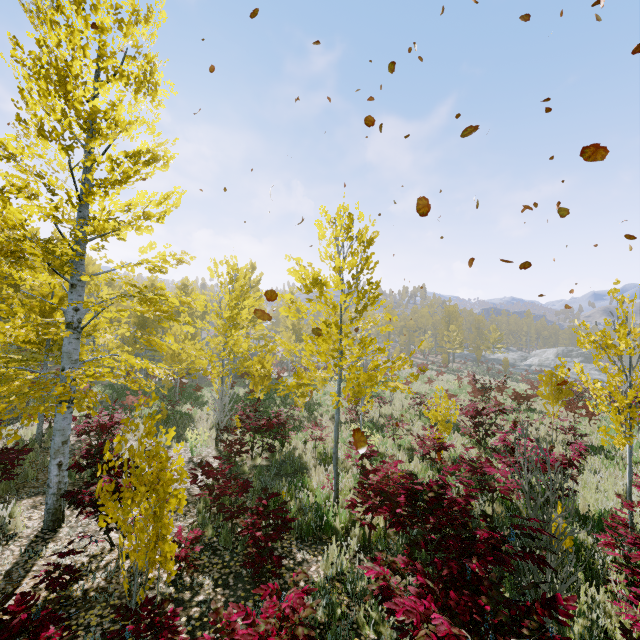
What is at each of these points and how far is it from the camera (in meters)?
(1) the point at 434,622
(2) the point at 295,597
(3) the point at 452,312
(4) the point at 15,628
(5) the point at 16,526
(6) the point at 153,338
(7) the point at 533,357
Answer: (1) instancedfoliageactor, 1.99
(2) instancedfoliageactor, 2.67
(3) instancedfoliageactor, 51.00
(4) instancedfoliageactor, 2.47
(5) instancedfoliageactor, 5.54
(6) instancedfoliageactor, 6.19
(7) rock, 55.47

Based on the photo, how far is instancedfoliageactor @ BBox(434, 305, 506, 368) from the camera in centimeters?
4647cm

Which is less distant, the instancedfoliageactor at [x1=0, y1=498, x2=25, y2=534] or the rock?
the instancedfoliageactor at [x1=0, y1=498, x2=25, y2=534]

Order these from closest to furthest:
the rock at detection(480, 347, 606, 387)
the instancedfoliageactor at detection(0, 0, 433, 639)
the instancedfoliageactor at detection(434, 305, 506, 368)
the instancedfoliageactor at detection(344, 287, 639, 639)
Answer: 1. the instancedfoliageactor at detection(344, 287, 639, 639)
2. the instancedfoliageactor at detection(0, 0, 433, 639)
3. the rock at detection(480, 347, 606, 387)
4. the instancedfoliageactor at detection(434, 305, 506, 368)

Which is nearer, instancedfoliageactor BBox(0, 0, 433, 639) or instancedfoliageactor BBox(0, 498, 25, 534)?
instancedfoliageactor BBox(0, 0, 433, 639)

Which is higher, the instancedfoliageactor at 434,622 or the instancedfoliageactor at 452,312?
the instancedfoliageactor at 452,312

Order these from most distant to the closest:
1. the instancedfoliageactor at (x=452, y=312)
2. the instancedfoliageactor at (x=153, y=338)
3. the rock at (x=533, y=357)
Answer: the instancedfoliageactor at (x=452, y=312), the rock at (x=533, y=357), the instancedfoliageactor at (x=153, y=338)
